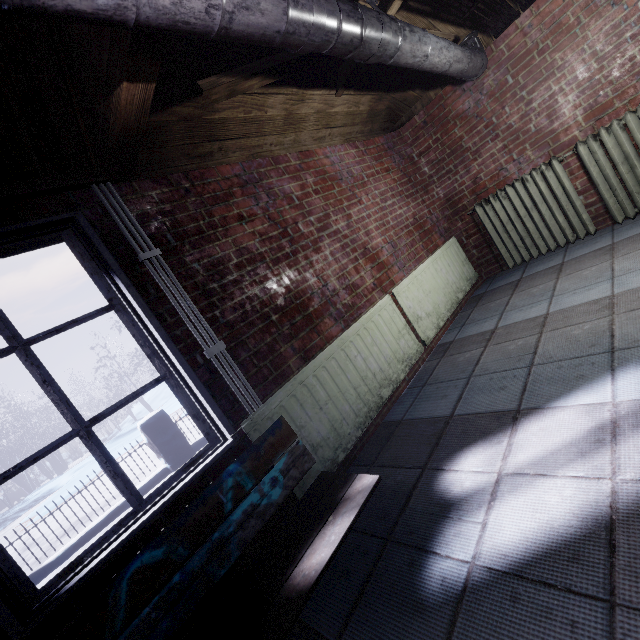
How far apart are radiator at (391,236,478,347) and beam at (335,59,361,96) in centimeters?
144cm

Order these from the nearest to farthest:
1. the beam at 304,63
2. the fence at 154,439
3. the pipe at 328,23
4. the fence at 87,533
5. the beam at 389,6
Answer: the pipe at 328,23 → the beam at 304,63 → the beam at 389,6 → the fence at 87,533 → the fence at 154,439

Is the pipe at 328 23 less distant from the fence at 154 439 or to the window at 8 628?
the window at 8 628

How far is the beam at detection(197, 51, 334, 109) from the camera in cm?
156

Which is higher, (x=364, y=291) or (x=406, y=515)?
(x=364, y=291)

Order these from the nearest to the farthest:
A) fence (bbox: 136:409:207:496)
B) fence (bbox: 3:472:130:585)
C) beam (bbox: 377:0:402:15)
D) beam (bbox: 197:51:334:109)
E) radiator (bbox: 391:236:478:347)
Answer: beam (bbox: 197:51:334:109) < beam (bbox: 377:0:402:15) < radiator (bbox: 391:236:478:347) < fence (bbox: 3:472:130:585) < fence (bbox: 136:409:207:496)

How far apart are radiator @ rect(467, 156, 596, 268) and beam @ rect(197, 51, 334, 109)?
1.3m

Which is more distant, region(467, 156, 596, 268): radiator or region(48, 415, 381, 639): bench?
region(467, 156, 596, 268): radiator
